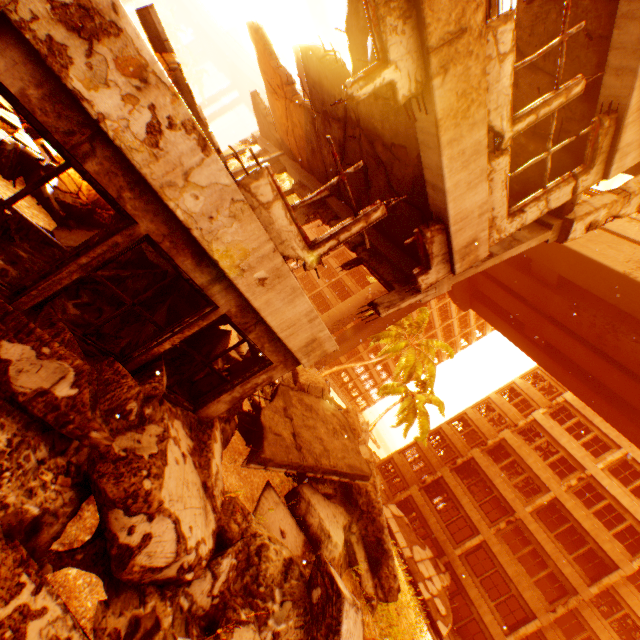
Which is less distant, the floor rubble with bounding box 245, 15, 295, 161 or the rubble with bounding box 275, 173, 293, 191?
the floor rubble with bounding box 245, 15, 295, 161

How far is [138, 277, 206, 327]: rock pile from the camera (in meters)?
5.07

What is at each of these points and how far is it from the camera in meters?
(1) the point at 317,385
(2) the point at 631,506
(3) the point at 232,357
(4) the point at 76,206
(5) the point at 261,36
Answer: (1) rock pile, 12.9
(2) wall corner piece, 21.3
(3) rock pile, 8.5
(4) rock pile, 6.0
(5) floor rubble, 9.7

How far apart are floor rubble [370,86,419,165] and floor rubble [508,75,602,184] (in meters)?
2.49

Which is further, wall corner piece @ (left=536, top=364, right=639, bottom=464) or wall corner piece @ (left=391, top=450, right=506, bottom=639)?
wall corner piece @ (left=536, top=364, right=639, bottom=464)

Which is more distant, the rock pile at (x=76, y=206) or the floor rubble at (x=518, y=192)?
the floor rubble at (x=518, y=192)

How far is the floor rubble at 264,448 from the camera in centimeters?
677cm

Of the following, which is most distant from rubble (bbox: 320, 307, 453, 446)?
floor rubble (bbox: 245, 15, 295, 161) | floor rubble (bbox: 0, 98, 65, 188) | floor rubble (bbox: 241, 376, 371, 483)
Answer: floor rubble (bbox: 0, 98, 65, 188)
